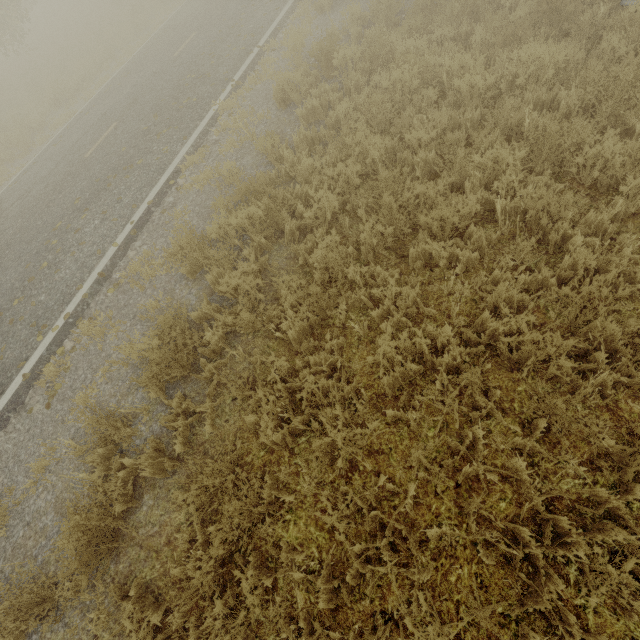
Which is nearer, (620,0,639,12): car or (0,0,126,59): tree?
(620,0,639,12): car

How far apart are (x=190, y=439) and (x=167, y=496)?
0.7m

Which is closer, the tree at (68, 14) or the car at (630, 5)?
the car at (630, 5)
